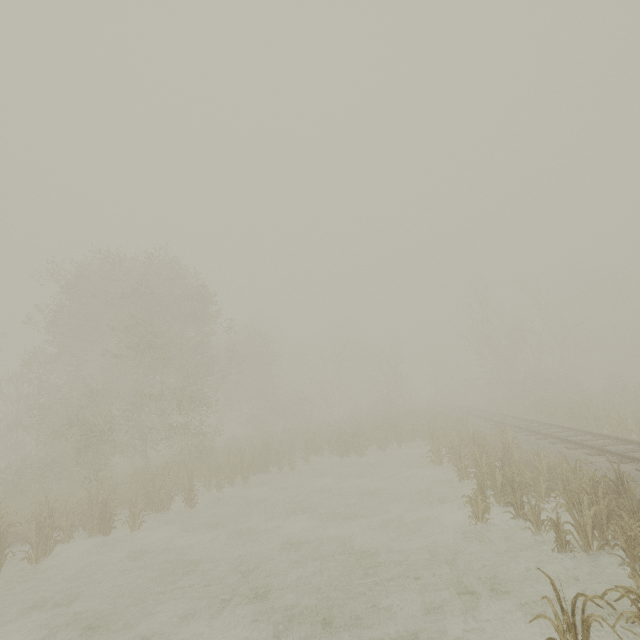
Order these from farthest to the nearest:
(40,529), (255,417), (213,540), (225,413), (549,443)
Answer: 1. (225,413)
2. (255,417)
3. (549,443)
4. (213,540)
5. (40,529)
